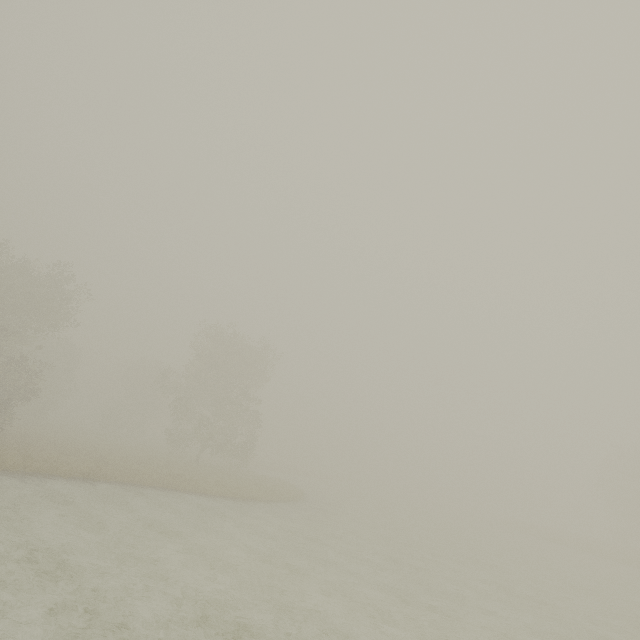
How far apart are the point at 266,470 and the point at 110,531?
44.53m
